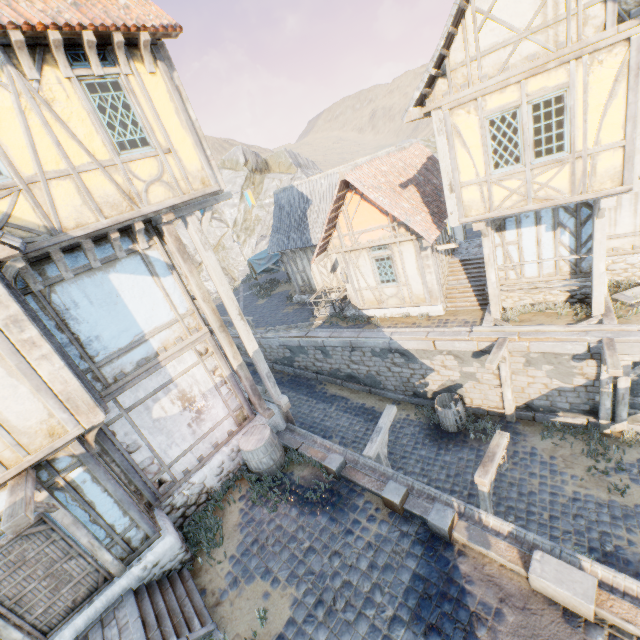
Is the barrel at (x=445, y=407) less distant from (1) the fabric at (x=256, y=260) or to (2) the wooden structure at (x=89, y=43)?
(1) the fabric at (x=256, y=260)

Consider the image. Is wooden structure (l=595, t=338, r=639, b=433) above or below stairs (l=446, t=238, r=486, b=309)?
below

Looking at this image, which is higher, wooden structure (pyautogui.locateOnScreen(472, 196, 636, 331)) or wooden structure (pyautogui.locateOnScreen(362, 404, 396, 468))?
wooden structure (pyautogui.locateOnScreen(472, 196, 636, 331))

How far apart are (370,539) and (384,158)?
13.4 meters

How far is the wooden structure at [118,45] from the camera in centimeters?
574cm

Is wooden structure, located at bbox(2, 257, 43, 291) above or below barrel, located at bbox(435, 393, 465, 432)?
above

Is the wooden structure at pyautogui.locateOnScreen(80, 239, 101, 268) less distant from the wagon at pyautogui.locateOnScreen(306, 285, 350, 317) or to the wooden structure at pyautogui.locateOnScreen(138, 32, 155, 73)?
the wooden structure at pyautogui.locateOnScreen(138, 32, 155, 73)

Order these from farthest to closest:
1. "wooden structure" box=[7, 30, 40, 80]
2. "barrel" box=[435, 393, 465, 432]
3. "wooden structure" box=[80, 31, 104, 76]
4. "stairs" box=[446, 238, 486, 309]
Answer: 1. "stairs" box=[446, 238, 486, 309]
2. "barrel" box=[435, 393, 465, 432]
3. "wooden structure" box=[80, 31, 104, 76]
4. "wooden structure" box=[7, 30, 40, 80]
